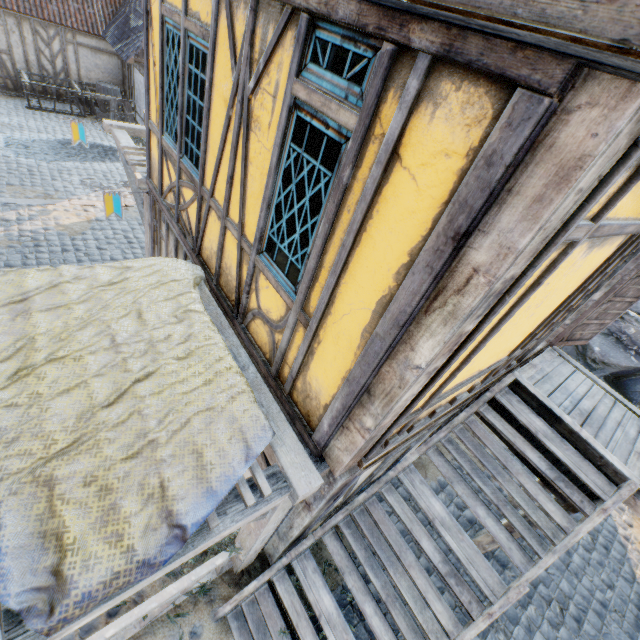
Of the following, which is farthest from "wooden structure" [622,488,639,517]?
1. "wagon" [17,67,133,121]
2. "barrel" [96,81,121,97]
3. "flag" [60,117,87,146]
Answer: "barrel" [96,81,121,97]

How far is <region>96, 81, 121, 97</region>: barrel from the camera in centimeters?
1474cm

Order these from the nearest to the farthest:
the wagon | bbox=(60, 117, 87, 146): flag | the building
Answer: the building → bbox=(60, 117, 87, 146): flag → the wagon

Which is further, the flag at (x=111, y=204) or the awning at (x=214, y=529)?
the flag at (x=111, y=204)

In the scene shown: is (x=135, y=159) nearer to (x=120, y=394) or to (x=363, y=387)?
(x=120, y=394)

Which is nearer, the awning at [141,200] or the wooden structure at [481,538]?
the wooden structure at [481,538]

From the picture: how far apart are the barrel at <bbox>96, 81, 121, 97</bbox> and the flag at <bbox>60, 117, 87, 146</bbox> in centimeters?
1057cm

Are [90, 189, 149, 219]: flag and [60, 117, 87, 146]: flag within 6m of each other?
yes
